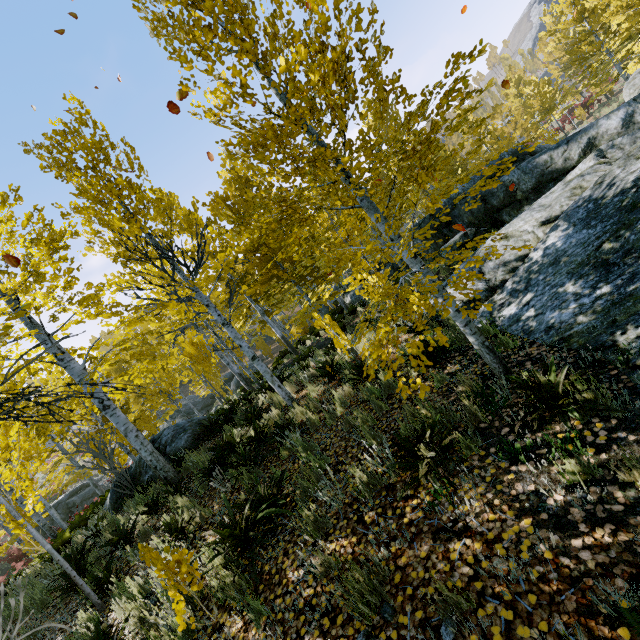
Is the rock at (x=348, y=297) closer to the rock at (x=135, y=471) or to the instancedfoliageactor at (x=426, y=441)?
the instancedfoliageactor at (x=426, y=441)

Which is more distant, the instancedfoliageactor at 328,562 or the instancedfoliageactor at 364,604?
the instancedfoliageactor at 328,562

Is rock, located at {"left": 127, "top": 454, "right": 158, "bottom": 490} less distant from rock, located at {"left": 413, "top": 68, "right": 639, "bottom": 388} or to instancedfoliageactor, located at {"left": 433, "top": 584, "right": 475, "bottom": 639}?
instancedfoliageactor, located at {"left": 433, "top": 584, "right": 475, "bottom": 639}

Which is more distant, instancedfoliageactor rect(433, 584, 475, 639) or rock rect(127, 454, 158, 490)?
rock rect(127, 454, 158, 490)

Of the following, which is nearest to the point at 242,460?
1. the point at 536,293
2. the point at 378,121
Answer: the point at 536,293
